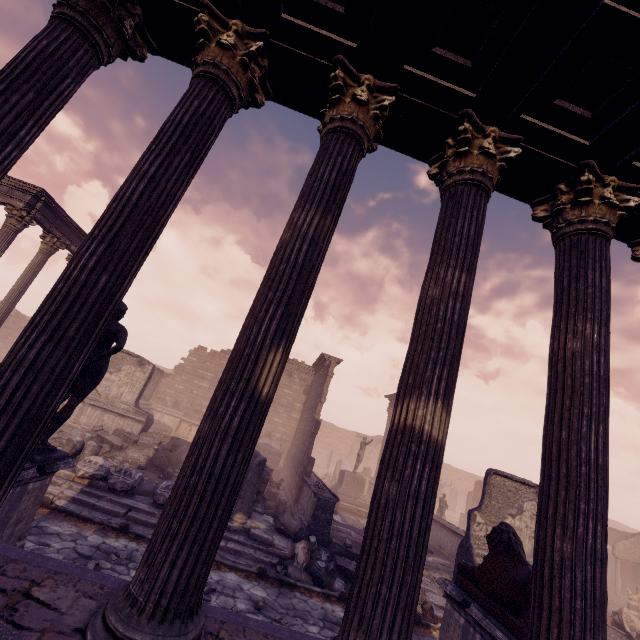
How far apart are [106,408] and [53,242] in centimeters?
712cm

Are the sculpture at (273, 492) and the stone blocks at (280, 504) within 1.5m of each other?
yes

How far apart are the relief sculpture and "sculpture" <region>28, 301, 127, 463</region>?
18.2 meters

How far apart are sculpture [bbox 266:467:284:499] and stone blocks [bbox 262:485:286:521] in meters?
0.7

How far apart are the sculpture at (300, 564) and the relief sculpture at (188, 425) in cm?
1550

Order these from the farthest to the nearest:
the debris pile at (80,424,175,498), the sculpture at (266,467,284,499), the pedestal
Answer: the pedestal, the sculpture at (266,467,284,499), the debris pile at (80,424,175,498)

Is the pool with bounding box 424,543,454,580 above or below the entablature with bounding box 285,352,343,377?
below

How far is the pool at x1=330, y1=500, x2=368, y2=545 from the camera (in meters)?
11.51
